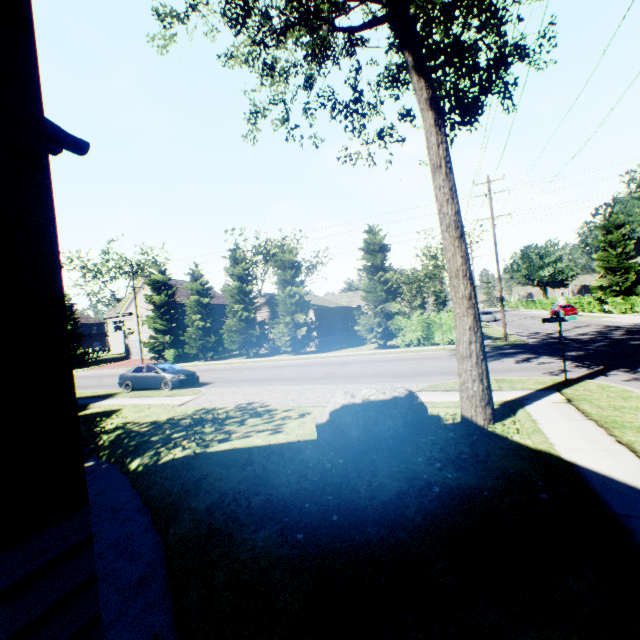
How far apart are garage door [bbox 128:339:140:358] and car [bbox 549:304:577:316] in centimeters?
5451cm

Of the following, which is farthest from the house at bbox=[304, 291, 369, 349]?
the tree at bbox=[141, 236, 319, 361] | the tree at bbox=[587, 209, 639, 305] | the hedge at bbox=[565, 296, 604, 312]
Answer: the hedge at bbox=[565, 296, 604, 312]

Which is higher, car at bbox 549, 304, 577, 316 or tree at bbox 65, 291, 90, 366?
tree at bbox 65, 291, 90, 366

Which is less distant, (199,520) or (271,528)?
(271,528)

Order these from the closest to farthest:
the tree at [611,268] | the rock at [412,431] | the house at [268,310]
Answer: the rock at [412,431] < the house at [268,310] < the tree at [611,268]

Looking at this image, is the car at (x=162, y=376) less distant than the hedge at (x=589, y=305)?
Yes

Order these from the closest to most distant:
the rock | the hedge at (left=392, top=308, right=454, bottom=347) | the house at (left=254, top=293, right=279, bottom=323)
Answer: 1. the rock
2. the hedge at (left=392, top=308, right=454, bottom=347)
3. the house at (left=254, top=293, right=279, bottom=323)

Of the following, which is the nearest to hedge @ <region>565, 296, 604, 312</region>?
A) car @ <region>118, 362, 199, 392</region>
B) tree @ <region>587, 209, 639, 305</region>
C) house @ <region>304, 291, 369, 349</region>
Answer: tree @ <region>587, 209, 639, 305</region>
